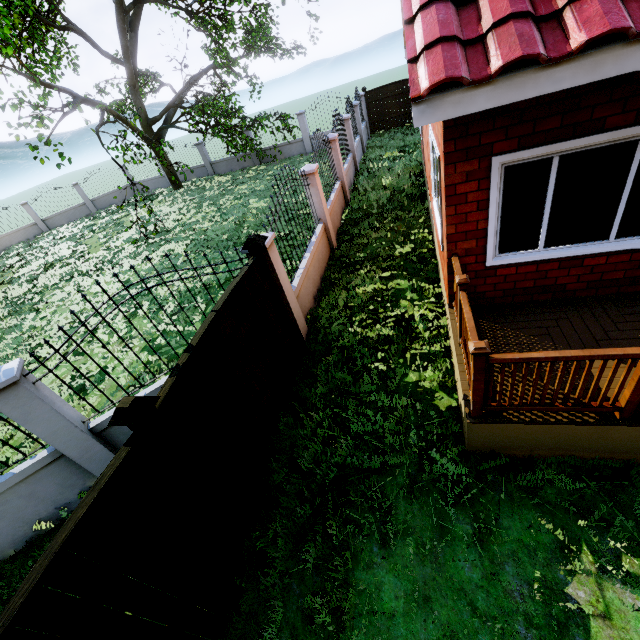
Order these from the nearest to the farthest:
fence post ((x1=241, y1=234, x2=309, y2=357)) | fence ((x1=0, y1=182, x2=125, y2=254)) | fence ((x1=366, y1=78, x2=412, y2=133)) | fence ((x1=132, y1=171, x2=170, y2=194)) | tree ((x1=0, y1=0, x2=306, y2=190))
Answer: fence post ((x1=241, y1=234, x2=309, y2=357)) < tree ((x1=0, y1=0, x2=306, y2=190)) < fence ((x1=366, y1=78, x2=412, y2=133)) < fence ((x1=0, y1=182, x2=125, y2=254)) < fence ((x1=132, y1=171, x2=170, y2=194))

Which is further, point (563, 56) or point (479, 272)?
point (479, 272)

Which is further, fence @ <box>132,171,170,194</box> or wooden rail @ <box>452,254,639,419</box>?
fence @ <box>132,171,170,194</box>

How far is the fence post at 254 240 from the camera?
4.5 meters

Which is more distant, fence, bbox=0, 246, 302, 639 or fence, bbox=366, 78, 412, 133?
fence, bbox=366, 78, 412, 133

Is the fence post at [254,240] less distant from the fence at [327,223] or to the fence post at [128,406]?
the fence at [327,223]

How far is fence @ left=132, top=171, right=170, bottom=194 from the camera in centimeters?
2431cm

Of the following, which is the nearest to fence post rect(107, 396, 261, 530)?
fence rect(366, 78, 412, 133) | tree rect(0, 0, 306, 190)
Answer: fence rect(366, 78, 412, 133)
